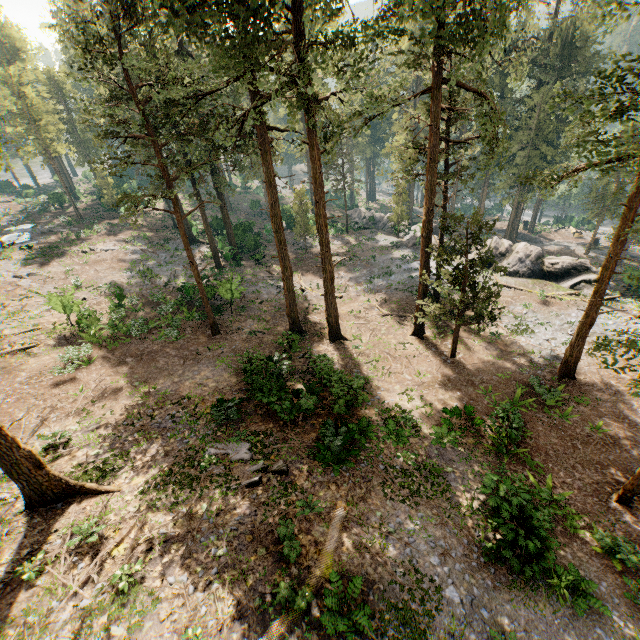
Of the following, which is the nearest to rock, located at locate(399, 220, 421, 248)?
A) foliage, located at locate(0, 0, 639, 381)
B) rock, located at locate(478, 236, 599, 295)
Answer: rock, located at locate(478, 236, 599, 295)

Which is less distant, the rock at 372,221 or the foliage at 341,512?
the foliage at 341,512

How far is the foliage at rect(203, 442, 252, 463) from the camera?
13.42m

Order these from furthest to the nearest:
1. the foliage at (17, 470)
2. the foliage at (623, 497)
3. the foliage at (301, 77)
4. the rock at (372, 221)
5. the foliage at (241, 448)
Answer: the rock at (372, 221), the foliage at (241, 448), the foliage at (623, 497), the foliage at (301, 77), the foliage at (17, 470)

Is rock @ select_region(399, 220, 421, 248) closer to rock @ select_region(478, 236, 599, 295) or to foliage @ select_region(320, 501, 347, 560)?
rock @ select_region(478, 236, 599, 295)

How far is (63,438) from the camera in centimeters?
1410cm
